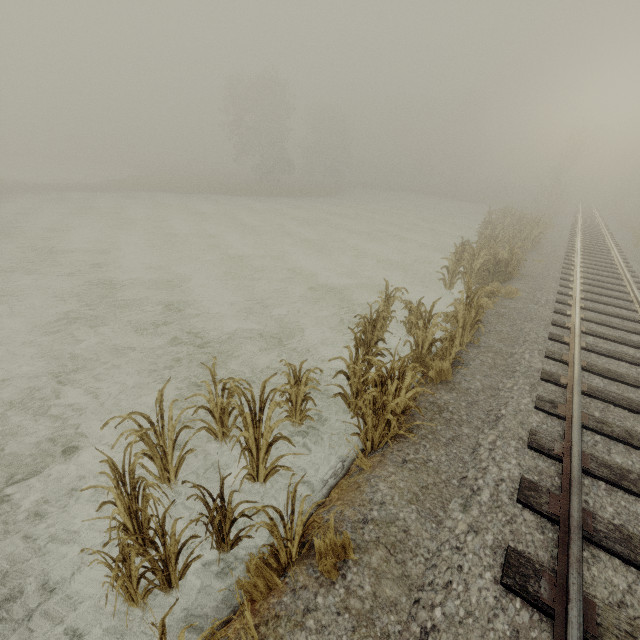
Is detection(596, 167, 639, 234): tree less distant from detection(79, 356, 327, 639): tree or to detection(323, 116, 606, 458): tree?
detection(323, 116, 606, 458): tree

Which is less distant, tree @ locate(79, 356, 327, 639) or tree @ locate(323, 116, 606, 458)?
tree @ locate(79, 356, 327, 639)

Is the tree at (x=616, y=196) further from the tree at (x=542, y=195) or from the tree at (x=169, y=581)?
the tree at (x=169, y=581)

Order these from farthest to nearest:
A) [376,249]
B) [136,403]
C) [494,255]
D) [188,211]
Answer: [188,211]
[376,249]
[494,255]
[136,403]

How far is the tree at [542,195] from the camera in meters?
4.4 m

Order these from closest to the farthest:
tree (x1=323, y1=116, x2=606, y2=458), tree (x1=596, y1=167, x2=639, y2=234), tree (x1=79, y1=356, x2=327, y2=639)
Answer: tree (x1=79, y1=356, x2=327, y2=639) < tree (x1=323, y1=116, x2=606, y2=458) < tree (x1=596, y1=167, x2=639, y2=234)
